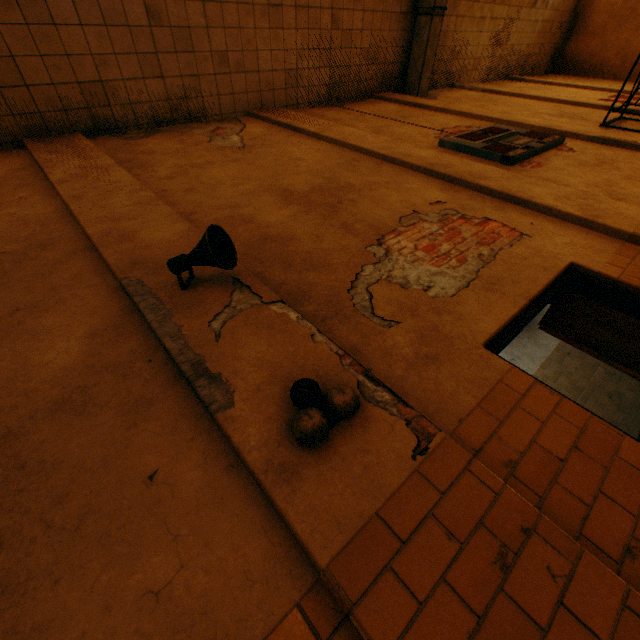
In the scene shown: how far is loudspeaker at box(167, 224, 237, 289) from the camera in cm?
204

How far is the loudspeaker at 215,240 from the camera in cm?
204

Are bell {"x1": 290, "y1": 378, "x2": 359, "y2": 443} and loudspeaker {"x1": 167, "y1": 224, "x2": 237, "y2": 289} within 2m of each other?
yes

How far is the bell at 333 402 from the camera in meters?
1.4 m

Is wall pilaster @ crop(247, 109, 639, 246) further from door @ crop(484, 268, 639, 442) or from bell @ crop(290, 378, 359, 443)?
bell @ crop(290, 378, 359, 443)

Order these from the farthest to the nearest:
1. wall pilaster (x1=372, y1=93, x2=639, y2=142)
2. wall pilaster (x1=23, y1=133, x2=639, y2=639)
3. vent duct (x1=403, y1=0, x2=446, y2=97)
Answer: vent duct (x1=403, y1=0, x2=446, y2=97), wall pilaster (x1=372, y1=93, x2=639, y2=142), wall pilaster (x1=23, y1=133, x2=639, y2=639)

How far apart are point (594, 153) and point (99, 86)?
8.3 meters

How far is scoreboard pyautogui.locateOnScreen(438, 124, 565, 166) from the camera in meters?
4.9
